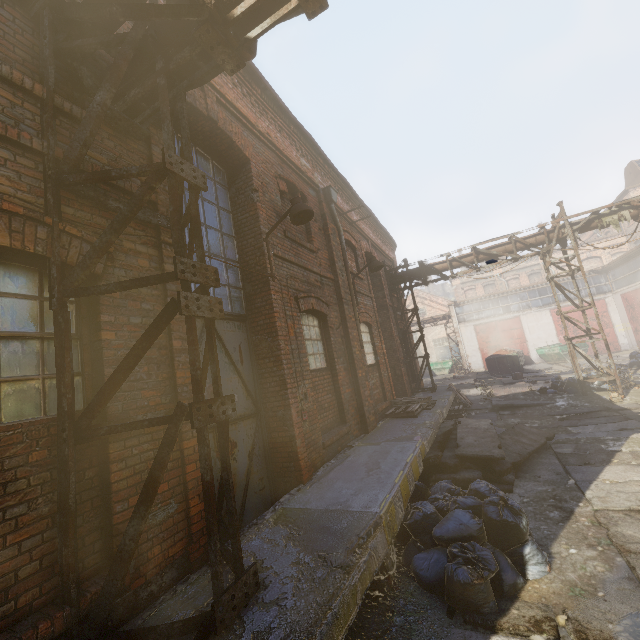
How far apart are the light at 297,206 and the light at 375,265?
3.9m

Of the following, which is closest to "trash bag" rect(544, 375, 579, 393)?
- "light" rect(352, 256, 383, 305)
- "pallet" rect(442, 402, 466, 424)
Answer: "pallet" rect(442, 402, 466, 424)

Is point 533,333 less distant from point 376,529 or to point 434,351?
point 434,351

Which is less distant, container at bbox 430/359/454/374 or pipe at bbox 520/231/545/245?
pipe at bbox 520/231/545/245

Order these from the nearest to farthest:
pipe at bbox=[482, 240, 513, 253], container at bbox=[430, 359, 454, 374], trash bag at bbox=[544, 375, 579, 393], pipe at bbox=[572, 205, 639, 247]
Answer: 1. pipe at bbox=[572, 205, 639, 247]
2. trash bag at bbox=[544, 375, 579, 393]
3. pipe at bbox=[482, 240, 513, 253]
4. container at bbox=[430, 359, 454, 374]

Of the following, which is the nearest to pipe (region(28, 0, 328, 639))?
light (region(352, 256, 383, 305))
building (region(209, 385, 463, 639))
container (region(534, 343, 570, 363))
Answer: building (region(209, 385, 463, 639))

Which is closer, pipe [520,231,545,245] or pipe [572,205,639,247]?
pipe [572,205,639,247]

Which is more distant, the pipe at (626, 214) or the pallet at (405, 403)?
the pipe at (626, 214)
